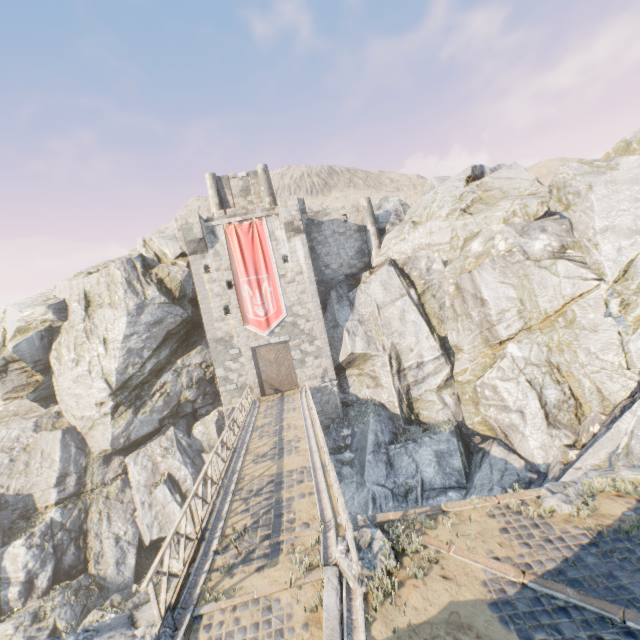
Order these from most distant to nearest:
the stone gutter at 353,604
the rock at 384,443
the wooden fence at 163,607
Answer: the rock at 384,443 → the wooden fence at 163,607 → the stone gutter at 353,604

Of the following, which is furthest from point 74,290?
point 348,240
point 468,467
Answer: point 468,467

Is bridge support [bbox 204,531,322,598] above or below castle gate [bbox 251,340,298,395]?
below

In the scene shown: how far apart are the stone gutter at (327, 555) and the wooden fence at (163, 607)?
3.4 meters

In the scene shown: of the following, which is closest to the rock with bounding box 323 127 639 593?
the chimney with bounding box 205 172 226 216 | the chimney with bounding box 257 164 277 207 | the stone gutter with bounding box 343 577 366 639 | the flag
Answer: the stone gutter with bounding box 343 577 366 639

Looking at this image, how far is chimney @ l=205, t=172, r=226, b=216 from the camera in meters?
28.9 m

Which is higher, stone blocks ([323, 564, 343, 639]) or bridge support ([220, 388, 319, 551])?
stone blocks ([323, 564, 343, 639])

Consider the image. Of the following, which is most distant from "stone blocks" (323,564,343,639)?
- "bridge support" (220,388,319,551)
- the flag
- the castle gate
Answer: the castle gate
